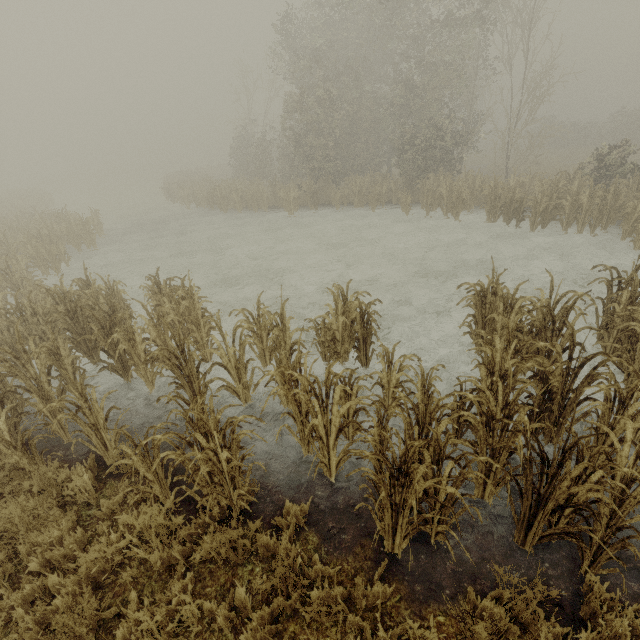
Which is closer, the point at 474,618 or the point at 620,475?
the point at 474,618
